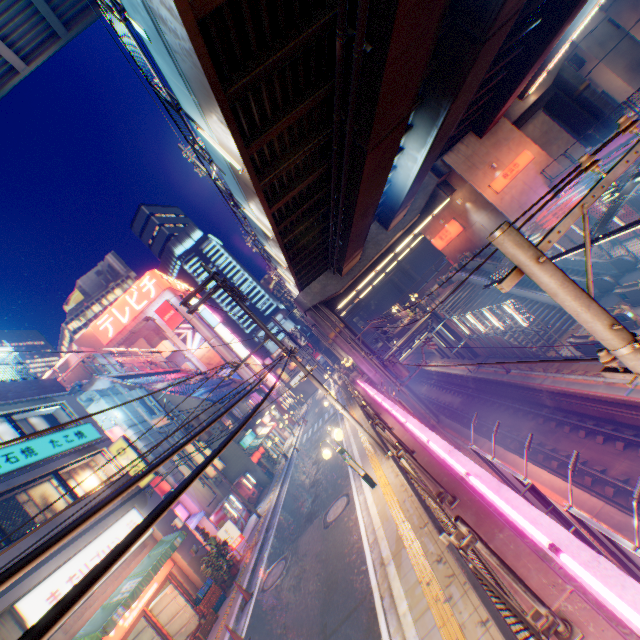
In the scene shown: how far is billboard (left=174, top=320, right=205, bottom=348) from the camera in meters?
48.2

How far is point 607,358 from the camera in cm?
315

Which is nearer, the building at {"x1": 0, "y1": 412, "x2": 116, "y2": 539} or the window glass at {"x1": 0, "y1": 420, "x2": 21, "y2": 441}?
the building at {"x1": 0, "y1": 412, "x2": 116, "y2": 539}

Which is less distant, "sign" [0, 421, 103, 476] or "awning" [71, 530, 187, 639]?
"awning" [71, 530, 187, 639]

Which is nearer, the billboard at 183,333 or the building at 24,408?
the building at 24,408

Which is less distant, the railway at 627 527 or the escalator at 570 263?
the railway at 627 527

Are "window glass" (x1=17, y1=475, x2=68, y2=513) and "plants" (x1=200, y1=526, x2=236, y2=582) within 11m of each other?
yes

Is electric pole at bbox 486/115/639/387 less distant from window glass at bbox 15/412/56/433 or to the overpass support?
the overpass support
